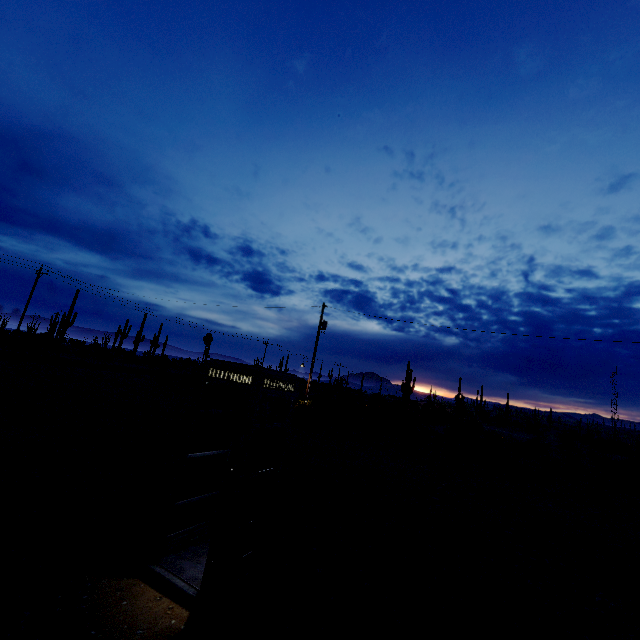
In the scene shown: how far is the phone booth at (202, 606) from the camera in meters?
3.7 m

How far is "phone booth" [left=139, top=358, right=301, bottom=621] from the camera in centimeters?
369cm

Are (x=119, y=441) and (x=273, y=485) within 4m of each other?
no
